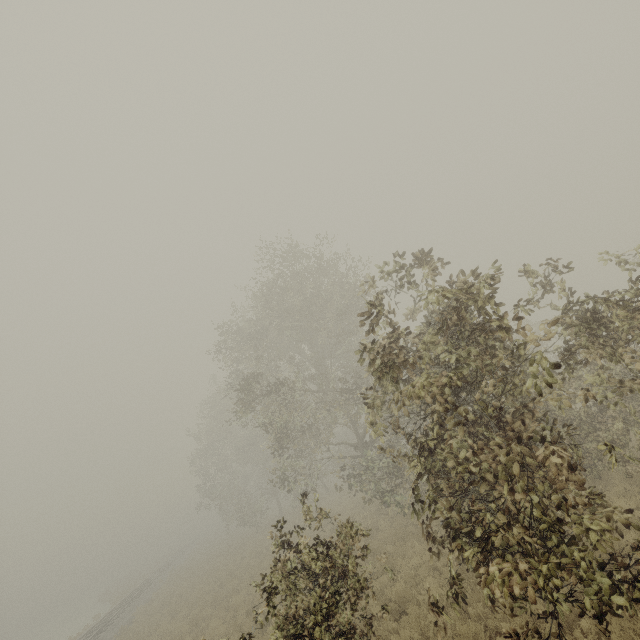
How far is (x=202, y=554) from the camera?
37.5m
